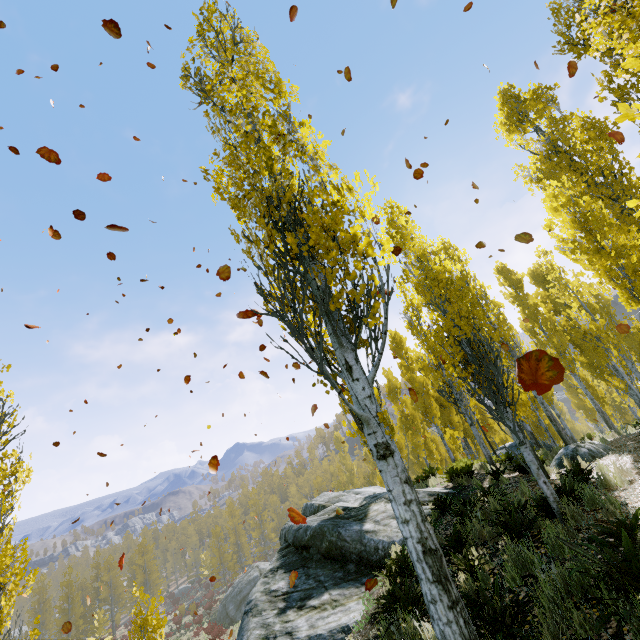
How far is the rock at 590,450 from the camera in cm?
925

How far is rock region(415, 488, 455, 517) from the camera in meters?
9.6 m

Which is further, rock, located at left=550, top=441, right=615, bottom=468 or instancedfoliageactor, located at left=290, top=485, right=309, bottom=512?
instancedfoliageactor, located at left=290, top=485, right=309, bottom=512

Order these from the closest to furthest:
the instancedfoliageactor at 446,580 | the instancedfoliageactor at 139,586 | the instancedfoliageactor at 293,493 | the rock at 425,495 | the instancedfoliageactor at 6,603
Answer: the instancedfoliageactor at 446,580, the instancedfoliageactor at 6,603, the instancedfoliageactor at 139,586, the rock at 425,495, the instancedfoliageactor at 293,493

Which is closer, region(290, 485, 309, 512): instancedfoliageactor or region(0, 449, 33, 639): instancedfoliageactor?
region(0, 449, 33, 639): instancedfoliageactor

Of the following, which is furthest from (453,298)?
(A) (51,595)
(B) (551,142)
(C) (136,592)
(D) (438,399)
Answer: (A) (51,595)
